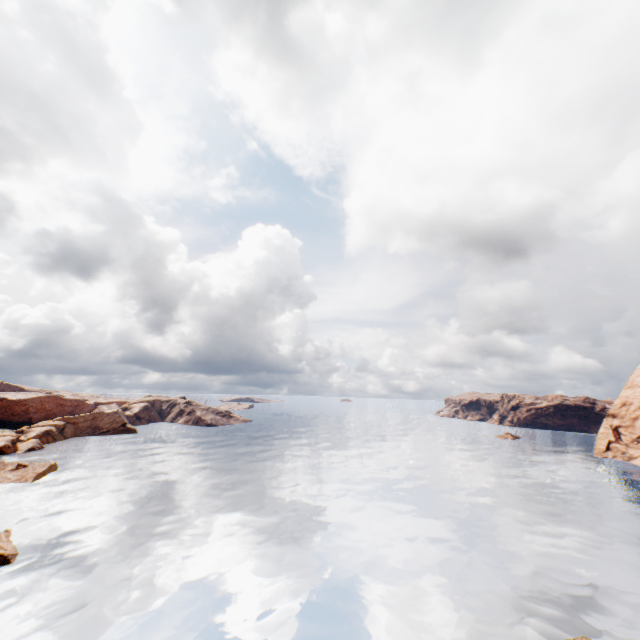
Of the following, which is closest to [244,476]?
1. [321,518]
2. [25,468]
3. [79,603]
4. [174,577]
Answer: [321,518]

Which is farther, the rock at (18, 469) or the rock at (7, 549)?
the rock at (18, 469)

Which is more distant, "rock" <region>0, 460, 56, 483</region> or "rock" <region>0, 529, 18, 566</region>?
"rock" <region>0, 460, 56, 483</region>
